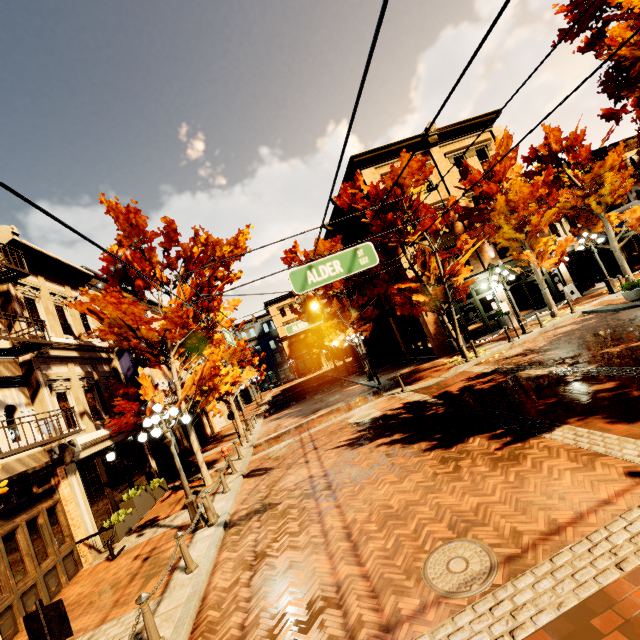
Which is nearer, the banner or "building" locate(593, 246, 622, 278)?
the banner

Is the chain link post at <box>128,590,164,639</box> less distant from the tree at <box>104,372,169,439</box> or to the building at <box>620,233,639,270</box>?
the tree at <box>104,372,169,439</box>

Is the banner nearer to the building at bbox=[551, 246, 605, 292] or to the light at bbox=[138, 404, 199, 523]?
the light at bbox=[138, 404, 199, 523]

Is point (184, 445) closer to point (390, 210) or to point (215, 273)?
point (215, 273)

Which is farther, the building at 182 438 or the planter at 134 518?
the building at 182 438

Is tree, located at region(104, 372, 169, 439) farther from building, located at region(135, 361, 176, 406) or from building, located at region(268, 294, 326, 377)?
building, located at region(268, 294, 326, 377)

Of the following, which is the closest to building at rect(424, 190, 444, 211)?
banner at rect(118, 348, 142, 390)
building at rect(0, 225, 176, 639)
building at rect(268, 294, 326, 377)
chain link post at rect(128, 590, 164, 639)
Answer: building at rect(0, 225, 176, 639)

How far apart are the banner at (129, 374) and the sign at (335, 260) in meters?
13.6
